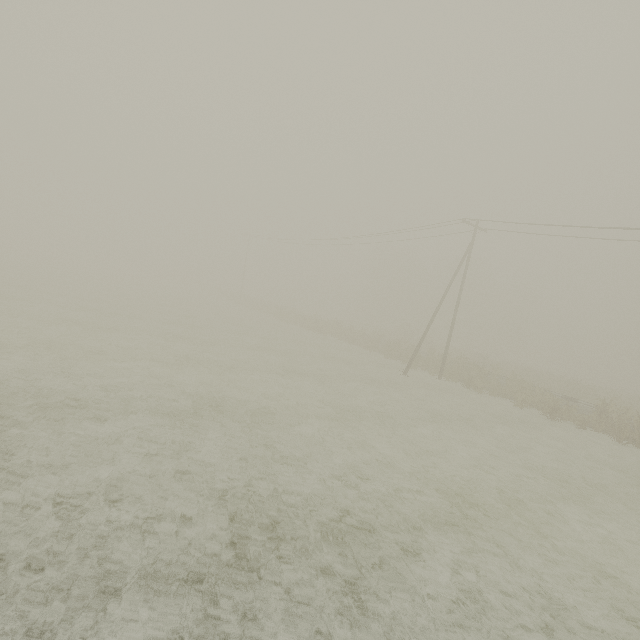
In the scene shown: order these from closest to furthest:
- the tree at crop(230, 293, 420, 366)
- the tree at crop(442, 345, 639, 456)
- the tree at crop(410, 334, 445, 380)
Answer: the tree at crop(442, 345, 639, 456) < the tree at crop(410, 334, 445, 380) < the tree at crop(230, 293, 420, 366)

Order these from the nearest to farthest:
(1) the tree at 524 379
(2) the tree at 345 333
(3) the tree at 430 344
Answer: (1) the tree at 524 379 < (3) the tree at 430 344 < (2) the tree at 345 333

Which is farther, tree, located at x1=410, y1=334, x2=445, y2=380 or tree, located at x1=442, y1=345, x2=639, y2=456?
tree, located at x1=410, y1=334, x2=445, y2=380

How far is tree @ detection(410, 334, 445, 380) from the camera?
27.3 meters

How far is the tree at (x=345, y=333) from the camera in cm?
3072

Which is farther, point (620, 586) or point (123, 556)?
point (620, 586)
